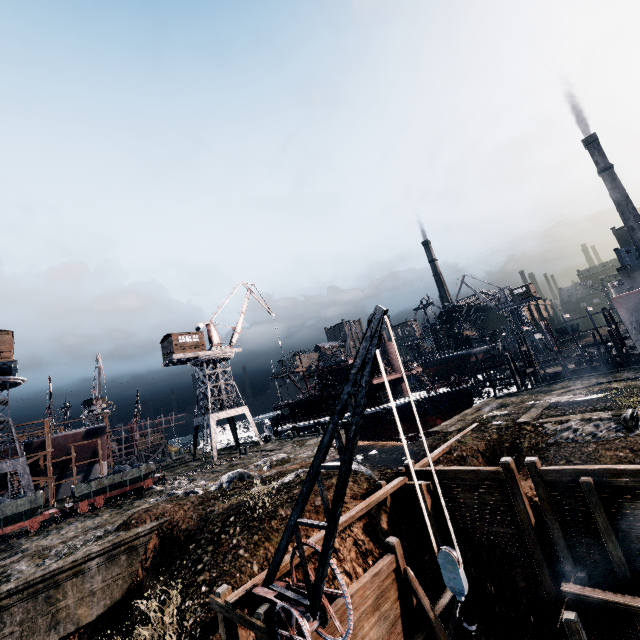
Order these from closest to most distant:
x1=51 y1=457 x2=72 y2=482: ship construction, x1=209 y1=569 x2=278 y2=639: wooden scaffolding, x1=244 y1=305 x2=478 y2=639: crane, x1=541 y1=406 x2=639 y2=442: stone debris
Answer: x1=244 y1=305 x2=478 y2=639: crane < x1=209 y1=569 x2=278 y2=639: wooden scaffolding < x1=541 y1=406 x2=639 y2=442: stone debris < x1=51 y1=457 x2=72 y2=482: ship construction

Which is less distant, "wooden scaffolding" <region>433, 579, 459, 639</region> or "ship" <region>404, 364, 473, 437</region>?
"wooden scaffolding" <region>433, 579, 459, 639</region>

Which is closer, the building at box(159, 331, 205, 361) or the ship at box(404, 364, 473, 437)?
the ship at box(404, 364, 473, 437)

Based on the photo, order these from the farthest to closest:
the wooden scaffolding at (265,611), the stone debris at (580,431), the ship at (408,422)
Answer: the ship at (408,422)
the stone debris at (580,431)
the wooden scaffolding at (265,611)

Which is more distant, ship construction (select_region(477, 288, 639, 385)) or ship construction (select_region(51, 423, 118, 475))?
ship construction (select_region(51, 423, 118, 475))

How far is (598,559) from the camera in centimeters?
1082cm

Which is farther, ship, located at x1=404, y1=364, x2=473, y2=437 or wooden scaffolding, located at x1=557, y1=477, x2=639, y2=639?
ship, located at x1=404, y1=364, x2=473, y2=437

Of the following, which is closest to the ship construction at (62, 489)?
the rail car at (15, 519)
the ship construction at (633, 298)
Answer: the rail car at (15, 519)
